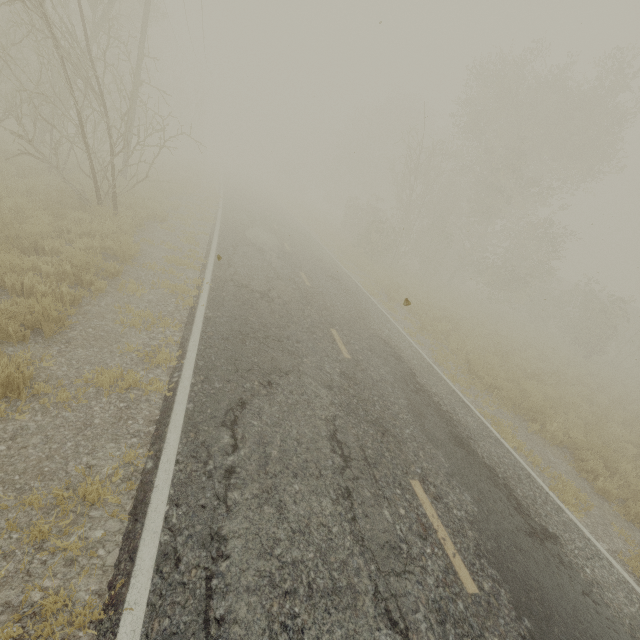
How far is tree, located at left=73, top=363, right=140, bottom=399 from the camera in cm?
462

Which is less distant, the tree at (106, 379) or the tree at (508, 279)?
the tree at (106, 379)

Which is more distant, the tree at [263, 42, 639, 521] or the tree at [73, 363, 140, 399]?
the tree at [263, 42, 639, 521]

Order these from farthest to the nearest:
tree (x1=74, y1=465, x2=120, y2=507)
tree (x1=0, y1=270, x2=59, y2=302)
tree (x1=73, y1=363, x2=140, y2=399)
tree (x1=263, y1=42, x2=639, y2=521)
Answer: tree (x1=263, y1=42, x2=639, y2=521) < tree (x1=0, y1=270, x2=59, y2=302) < tree (x1=73, y1=363, x2=140, y2=399) < tree (x1=74, y1=465, x2=120, y2=507)

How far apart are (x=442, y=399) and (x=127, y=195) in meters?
14.1 m

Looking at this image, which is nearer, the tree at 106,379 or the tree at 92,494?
the tree at 92,494
